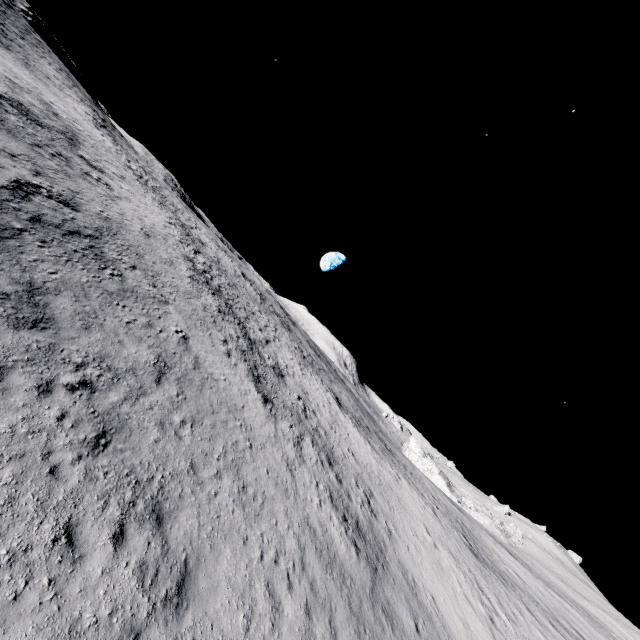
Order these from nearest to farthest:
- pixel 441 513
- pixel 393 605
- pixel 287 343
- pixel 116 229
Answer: pixel 393 605, pixel 116 229, pixel 441 513, pixel 287 343
